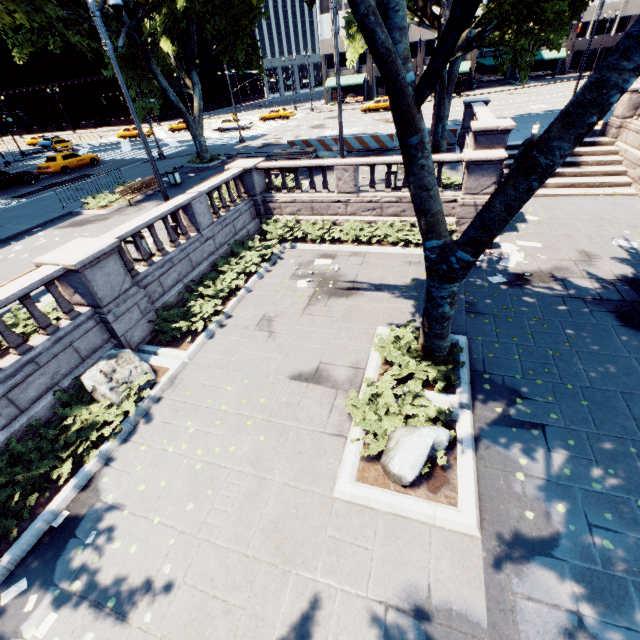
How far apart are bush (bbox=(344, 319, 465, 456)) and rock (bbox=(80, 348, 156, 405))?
5.31m

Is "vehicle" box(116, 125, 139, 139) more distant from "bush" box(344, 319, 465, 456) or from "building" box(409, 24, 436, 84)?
"bush" box(344, 319, 465, 456)

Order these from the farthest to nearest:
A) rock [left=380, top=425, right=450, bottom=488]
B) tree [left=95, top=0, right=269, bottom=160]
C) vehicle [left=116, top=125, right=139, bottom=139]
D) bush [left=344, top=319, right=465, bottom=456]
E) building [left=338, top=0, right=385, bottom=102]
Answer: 1. building [left=338, top=0, right=385, bottom=102]
2. vehicle [left=116, top=125, right=139, bottom=139]
3. tree [left=95, top=0, right=269, bottom=160]
4. bush [left=344, top=319, right=465, bottom=456]
5. rock [left=380, top=425, right=450, bottom=488]

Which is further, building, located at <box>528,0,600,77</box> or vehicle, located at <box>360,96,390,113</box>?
building, located at <box>528,0,600,77</box>

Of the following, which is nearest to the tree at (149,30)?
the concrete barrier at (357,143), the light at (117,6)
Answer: the concrete barrier at (357,143)

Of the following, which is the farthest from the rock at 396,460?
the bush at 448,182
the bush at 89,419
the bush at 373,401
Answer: the bush at 448,182

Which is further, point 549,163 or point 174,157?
point 174,157

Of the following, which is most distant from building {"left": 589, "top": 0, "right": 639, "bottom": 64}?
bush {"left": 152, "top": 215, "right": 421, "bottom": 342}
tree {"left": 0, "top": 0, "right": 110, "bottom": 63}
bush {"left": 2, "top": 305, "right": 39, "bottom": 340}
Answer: bush {"left": 2, "top": 305, "right": 39, "bottom": 340}
